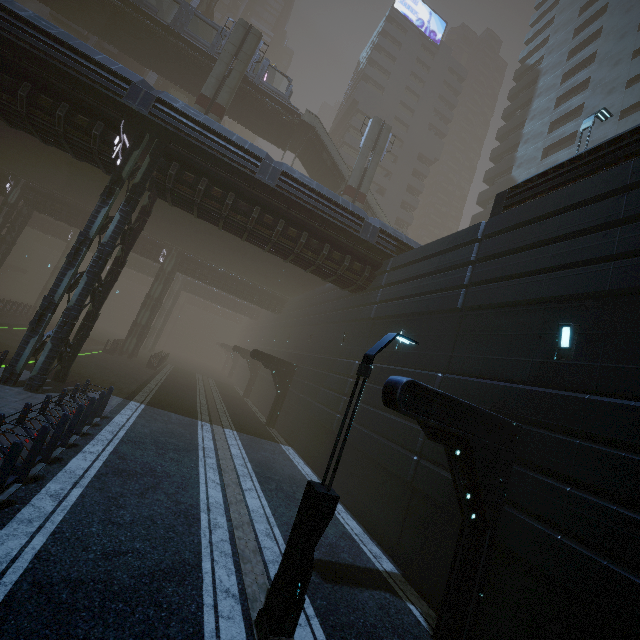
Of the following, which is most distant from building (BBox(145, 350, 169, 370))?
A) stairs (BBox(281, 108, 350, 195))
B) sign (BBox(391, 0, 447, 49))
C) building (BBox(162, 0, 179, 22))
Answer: sign (BBox(391, 0, 447, 49))

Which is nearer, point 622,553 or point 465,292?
point 622,553

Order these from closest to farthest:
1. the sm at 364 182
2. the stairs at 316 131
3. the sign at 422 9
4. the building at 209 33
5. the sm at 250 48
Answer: the sm at 250 48 → the sm at 364 182 → the stairs at 316 131 → the building at 209 33 → the sign at 422 9

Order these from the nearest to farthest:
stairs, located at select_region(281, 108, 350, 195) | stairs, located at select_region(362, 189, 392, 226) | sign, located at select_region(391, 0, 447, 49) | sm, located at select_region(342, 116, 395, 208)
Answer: sm, located at select_region(342, 116, 395, 208), stairs, located at select_region(281, 108, 350, 195), stairs, located at select_region(362, 189, 392, 226), sign, located at select_region(391, 0, 447, 49)

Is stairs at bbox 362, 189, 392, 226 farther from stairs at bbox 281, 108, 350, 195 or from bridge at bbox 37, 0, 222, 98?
bridge at bbox 37, 0, 222, 98

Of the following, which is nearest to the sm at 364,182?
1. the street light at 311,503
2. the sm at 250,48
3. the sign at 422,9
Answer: the sm at 250,48

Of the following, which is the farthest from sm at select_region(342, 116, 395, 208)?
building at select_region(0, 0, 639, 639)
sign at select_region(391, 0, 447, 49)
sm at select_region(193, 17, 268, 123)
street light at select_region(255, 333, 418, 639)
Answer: sign at select_region(391, 0, 447, 49)

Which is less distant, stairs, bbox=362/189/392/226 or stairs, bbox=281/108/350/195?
stairs, bbox=281/108/350/195
